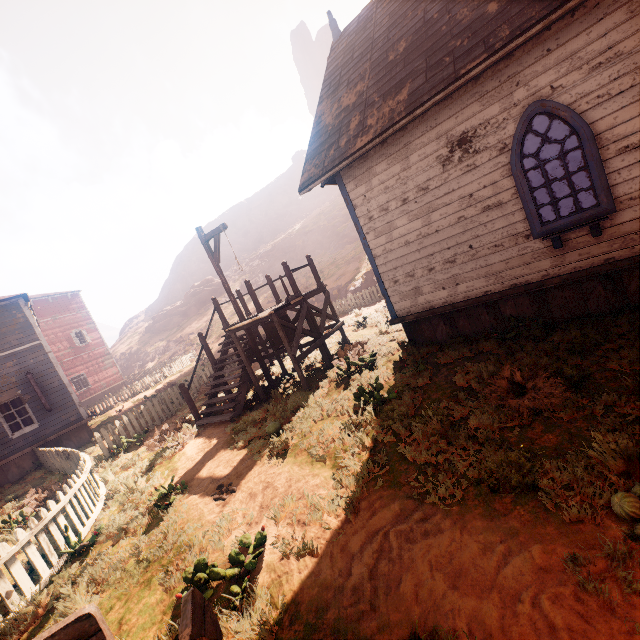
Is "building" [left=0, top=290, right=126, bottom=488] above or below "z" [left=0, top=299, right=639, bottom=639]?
above

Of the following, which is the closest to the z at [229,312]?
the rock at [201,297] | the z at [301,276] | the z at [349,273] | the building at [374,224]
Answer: the building at [374,224]

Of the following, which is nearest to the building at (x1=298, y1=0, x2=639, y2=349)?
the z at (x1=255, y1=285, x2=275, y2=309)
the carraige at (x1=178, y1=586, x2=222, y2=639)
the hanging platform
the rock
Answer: the z at (x1=255, y1=285, x2=275, y2=309)

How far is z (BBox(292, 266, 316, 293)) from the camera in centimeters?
3058cm

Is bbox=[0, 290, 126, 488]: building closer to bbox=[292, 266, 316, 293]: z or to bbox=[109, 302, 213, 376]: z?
bbox=[109, 302, 213, 376]: z

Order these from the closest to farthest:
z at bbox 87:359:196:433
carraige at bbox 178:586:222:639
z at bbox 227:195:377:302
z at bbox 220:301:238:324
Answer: carraige at bbox 178:586:222:639 < z at bbox 87:359:196:433 < z at bbox 227:195:377:302 < z at bbox 220:301:238:324

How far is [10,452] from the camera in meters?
13.1 m

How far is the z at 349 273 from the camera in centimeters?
2580cm
